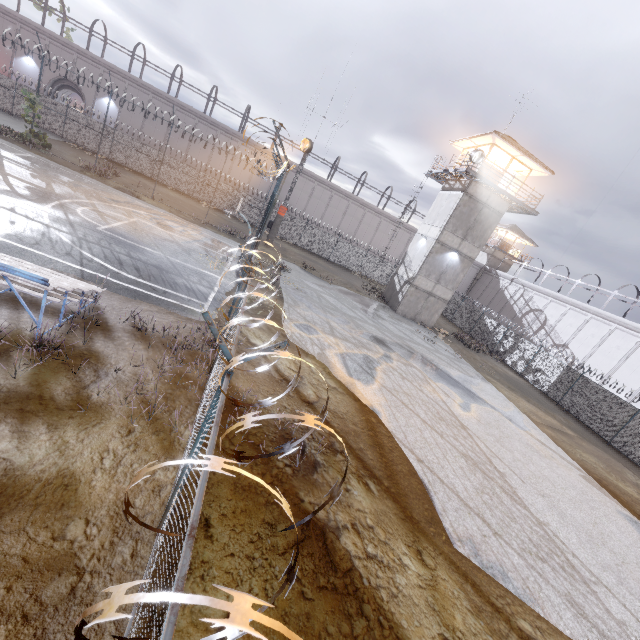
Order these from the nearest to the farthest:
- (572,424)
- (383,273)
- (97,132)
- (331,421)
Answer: (331,421), (572,424), (97,132), (383,273)

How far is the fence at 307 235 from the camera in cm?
3578

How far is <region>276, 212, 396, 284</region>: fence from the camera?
35.8m

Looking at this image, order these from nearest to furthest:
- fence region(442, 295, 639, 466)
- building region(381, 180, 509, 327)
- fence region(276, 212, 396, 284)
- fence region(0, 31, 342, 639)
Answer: fence region(0, 31, 342, 639) < fence region(442, 295, 639, 466) < building region(381, 180, 509, 327) < fence region(276, 212, 396, 284)

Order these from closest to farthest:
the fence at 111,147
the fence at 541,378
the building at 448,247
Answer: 1. the fence at 111,147
2. the fence at 541,378
3. the building at 448,247

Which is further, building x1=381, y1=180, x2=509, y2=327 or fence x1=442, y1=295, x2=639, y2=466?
building x1=381, y1=180, x2=509, y2=327

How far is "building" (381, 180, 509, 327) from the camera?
25.2 meters
